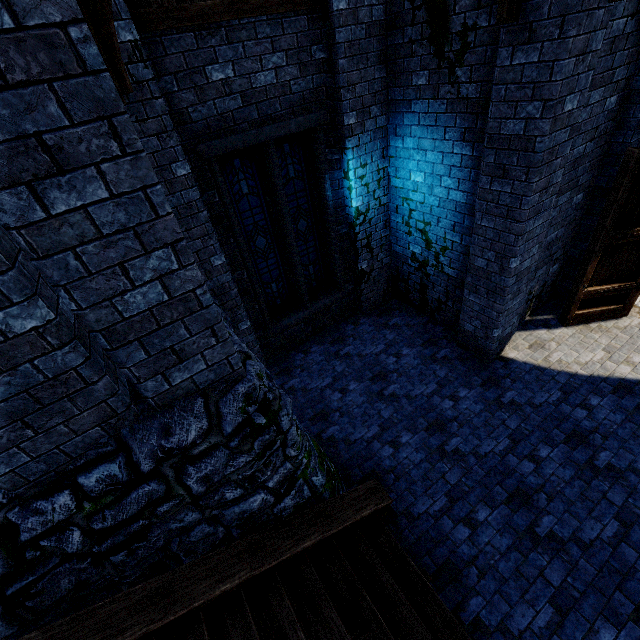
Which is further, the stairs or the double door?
the double door

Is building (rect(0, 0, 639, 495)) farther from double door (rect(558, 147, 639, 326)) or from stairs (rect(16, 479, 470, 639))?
stairs (rect(16, 479, 470, 639))

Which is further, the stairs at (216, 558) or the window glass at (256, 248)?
the window glass at (256, 248)

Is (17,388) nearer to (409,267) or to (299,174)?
(299,174)

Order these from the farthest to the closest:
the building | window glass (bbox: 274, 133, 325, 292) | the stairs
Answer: window glass (bbox: 274, 133, 325, 292)
the stairs
the building

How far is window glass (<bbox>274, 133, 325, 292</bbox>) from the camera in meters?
6.0

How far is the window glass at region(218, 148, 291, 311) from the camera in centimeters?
561cm

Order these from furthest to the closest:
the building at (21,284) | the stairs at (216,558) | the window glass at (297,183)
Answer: the window glass at (297,183), the stairs at (216,558), the building at (21,284)
